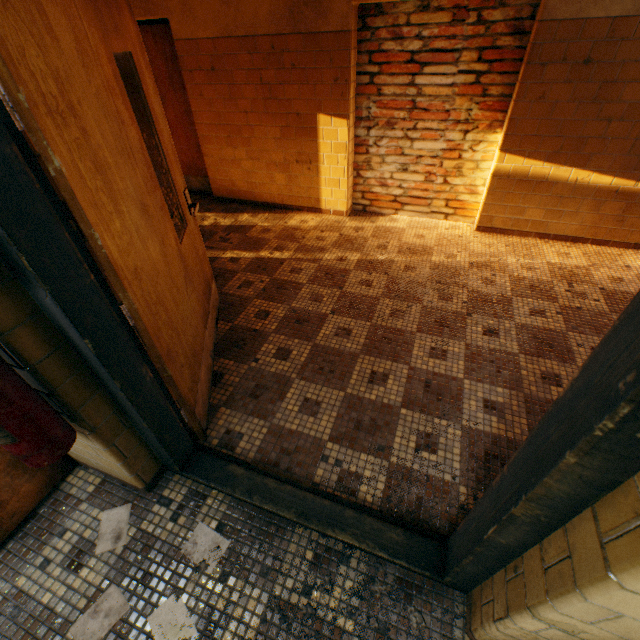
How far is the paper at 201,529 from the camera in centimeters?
161cm

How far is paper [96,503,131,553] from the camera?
1.7m

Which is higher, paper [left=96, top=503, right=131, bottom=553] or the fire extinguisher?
the fire extinguisher

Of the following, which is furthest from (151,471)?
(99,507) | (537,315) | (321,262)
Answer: (537,315)

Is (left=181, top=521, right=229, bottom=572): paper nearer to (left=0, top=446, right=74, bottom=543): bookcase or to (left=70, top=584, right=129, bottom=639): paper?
(left=70, top=584, right=129, bottom=639): paper

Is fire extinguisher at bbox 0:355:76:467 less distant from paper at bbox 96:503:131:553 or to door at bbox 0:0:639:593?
door at bbox 0:0:639:593

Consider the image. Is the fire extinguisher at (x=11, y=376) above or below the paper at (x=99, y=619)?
above

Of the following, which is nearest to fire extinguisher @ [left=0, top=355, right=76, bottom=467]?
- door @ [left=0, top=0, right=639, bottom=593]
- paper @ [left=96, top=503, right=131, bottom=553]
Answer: door @ [left=0, top=0, right=639, bottom=593]
